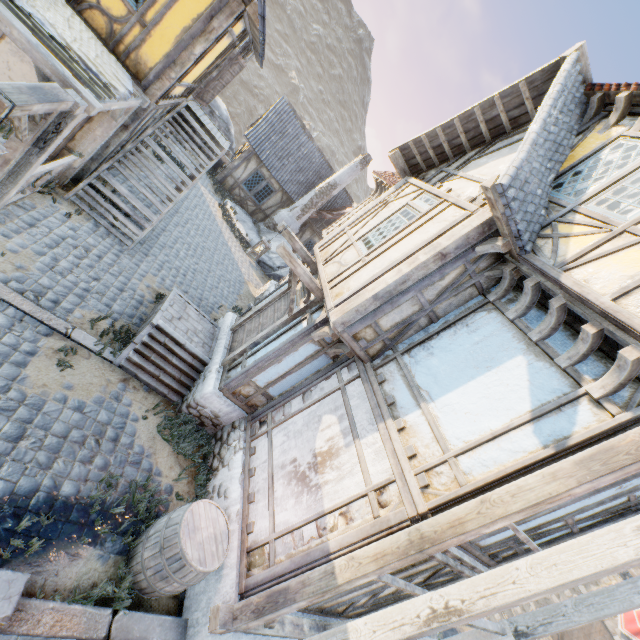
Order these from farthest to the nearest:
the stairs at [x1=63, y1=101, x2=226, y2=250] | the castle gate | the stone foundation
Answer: the castle gate < the stairs at [x1=63, y1=101, x2=226, y2=250] < the stone foundation

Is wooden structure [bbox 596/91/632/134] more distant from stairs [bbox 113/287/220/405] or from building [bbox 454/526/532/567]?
stairs [bbox 113/287/220/405]

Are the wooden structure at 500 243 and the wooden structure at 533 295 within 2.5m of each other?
yes

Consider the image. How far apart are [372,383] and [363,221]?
4.2 meters

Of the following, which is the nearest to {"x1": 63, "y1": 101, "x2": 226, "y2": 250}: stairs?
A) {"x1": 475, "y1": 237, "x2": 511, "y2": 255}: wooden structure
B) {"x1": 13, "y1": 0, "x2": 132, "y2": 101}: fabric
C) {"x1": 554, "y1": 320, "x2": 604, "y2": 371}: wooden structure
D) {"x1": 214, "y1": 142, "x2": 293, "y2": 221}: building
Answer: {"x1": 13, "y1": 0, "x2": 132, "y2": 101}: fabric

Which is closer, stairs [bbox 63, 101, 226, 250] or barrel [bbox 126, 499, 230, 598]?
barrel [bbox 126, 499, 230, 598]

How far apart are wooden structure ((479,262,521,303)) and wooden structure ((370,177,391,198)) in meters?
7.7

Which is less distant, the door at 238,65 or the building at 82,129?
the building at 82,129
